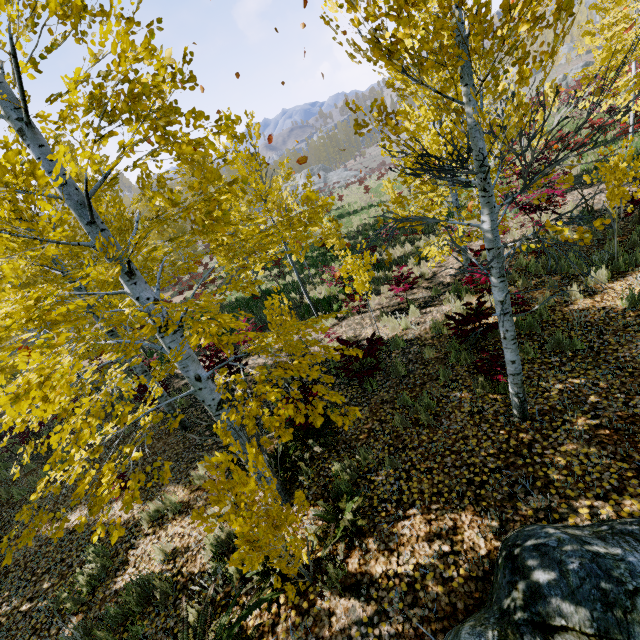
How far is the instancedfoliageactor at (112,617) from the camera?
4.2m

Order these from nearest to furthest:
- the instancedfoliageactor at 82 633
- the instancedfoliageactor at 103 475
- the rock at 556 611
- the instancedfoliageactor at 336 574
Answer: the rock at 556 611, the instancedfoliageactor at 103 475, the instancedfoliageactor at 336 574, the instancedfoliageactor at 82 633

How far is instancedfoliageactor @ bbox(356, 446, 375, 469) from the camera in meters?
4.9 m

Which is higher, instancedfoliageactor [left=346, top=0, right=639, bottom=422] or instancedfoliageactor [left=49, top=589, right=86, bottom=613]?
instancedfoliageactor [left=346, top=0, right=639, bottom=422]

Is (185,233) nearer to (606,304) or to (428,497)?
(428,497)
